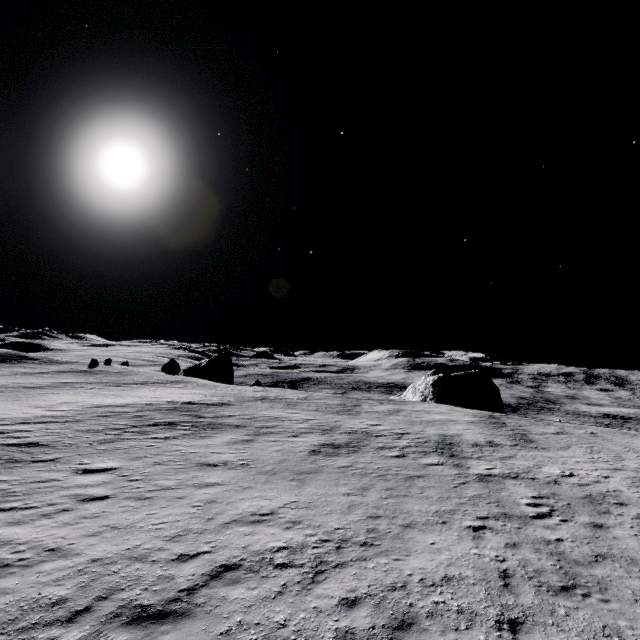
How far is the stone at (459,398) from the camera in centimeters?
4538cm

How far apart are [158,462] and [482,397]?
43.46m

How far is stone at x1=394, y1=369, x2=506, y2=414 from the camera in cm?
4538
